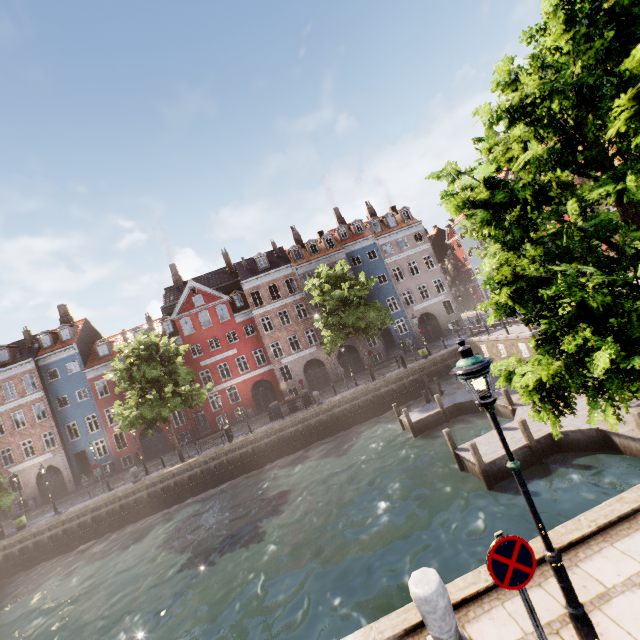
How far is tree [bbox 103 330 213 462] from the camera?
22.1 meters

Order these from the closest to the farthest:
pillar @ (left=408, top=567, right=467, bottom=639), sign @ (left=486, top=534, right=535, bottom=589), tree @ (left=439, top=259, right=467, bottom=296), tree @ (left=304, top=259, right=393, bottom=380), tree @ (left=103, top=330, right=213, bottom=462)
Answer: sign @ (left=486, top=534, right=535, bottom=589) → pillar @ (left=408, top=567, right=467, bottom=639) → tree @ (left=103, top=330, right=213, bottom=462) → tree @ (left=304, top=259, right=393, bottom=380) → tree @ (left=439, top=259, right=467, bottom=296)

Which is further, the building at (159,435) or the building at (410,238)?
the building at (159,435)

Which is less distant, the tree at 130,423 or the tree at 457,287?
the tree at 130,423

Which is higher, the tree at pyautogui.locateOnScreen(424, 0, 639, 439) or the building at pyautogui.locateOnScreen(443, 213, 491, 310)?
the building at pyautogui.locateOnScreen(443, 213, 491, 310)

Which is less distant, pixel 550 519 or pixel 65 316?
pixel 550 519

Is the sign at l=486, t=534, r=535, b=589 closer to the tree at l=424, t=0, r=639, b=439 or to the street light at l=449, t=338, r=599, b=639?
the street light at l=449, t=338, r=599, b=639
